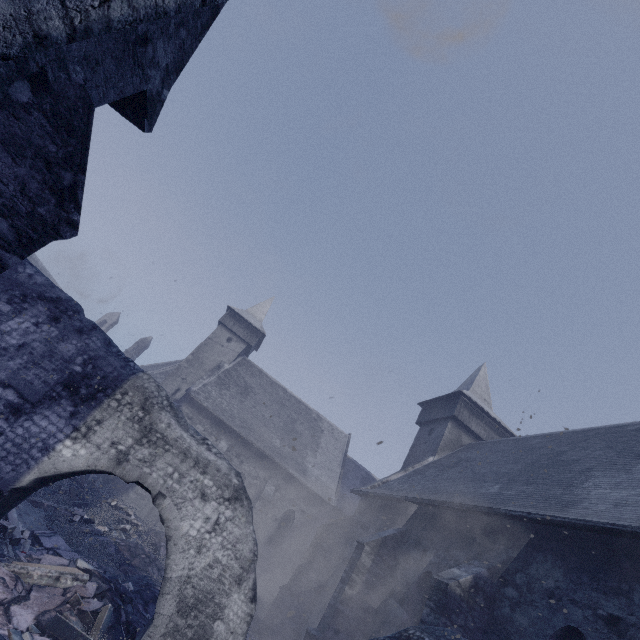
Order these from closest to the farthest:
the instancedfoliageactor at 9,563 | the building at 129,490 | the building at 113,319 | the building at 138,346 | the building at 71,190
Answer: the building at 71,190 < the instancedfoliageactor at 9,563 < the building at 129,490 < the building at 138,346 < the building at 113,319

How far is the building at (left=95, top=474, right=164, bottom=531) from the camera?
19.3m

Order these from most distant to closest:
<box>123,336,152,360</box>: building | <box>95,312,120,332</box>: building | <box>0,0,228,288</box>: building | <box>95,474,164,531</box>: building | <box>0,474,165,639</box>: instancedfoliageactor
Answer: <box>95,312,120,332</box>: building
<box>123,336,152,360</box>: building
<box>95,474,164,531</box>: building
<box>0,474,165,639</box>: instancedfoliageactor
<box>0,0,228,288</box>: building

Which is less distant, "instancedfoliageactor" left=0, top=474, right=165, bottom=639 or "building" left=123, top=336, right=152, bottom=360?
"instancedfoliageactor" left=0, top=474, right=165, bottom=639

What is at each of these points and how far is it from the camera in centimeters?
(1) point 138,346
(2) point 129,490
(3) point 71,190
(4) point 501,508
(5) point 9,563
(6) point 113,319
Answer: (1) building, 4469cm
(2) building, 1975cm
(3) building, 418cm
(4) building, 832cm
(5) instancedfoliageactor, 702cm
(6) building, 4472cm

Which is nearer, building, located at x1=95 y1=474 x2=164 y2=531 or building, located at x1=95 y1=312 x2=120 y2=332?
building, located at x1=95 y1=474 x2=164 y2=531

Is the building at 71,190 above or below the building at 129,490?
above
